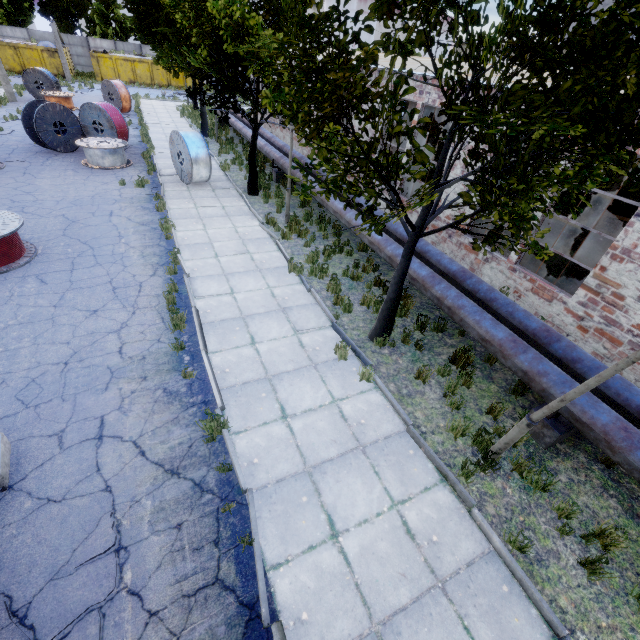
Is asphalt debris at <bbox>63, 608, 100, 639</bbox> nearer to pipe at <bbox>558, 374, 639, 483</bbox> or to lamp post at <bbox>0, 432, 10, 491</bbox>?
lamp post at <bbox>0, 432, 10, 491</bbox>

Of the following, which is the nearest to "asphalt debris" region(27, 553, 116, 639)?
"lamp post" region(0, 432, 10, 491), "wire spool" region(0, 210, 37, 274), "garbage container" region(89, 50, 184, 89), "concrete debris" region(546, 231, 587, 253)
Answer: "lamp post" region(0, 432, 10, 491)

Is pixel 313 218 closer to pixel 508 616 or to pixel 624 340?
pixel 624 340

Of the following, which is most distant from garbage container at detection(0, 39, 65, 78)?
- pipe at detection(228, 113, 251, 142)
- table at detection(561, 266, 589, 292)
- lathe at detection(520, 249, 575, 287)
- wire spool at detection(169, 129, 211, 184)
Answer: table at detection(561, 266, 589, 292)

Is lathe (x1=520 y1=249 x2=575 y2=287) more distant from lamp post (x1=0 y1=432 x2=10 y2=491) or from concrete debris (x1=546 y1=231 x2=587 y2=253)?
lamp post (x1=0 y1=432 x2=10 y2=491)

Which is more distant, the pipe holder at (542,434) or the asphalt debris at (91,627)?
the pipe holder at (542,434)

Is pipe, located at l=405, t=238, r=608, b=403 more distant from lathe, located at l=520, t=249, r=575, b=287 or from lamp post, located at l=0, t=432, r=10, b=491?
lamp post, located at l=0, t=432, r=10, b=491

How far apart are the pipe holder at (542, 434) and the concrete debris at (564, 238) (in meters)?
8.86
